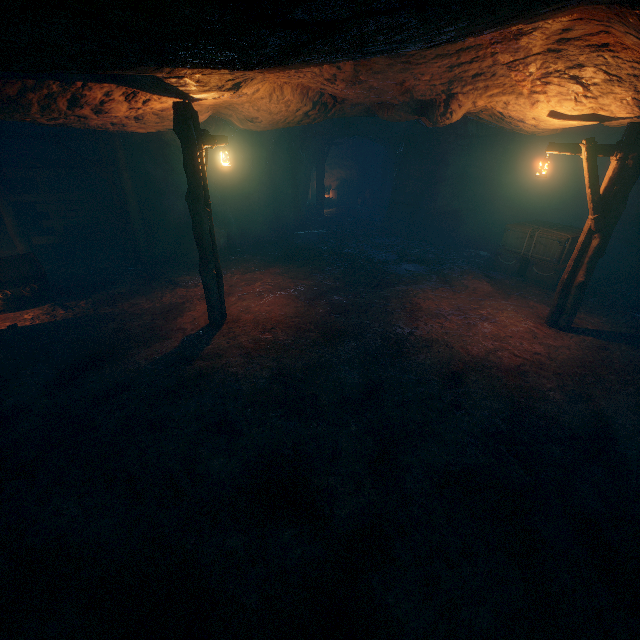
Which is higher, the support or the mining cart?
the support

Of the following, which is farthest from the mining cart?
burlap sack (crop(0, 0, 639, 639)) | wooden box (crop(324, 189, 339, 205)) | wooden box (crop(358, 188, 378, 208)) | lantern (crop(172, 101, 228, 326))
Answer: wooden box (crop(358, 188, 378, 208))

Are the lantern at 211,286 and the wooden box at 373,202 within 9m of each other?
no

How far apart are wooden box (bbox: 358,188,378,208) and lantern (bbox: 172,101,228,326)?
17.0m

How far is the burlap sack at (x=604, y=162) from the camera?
11.6 meters

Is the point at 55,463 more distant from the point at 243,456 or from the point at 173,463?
the point at 243,456

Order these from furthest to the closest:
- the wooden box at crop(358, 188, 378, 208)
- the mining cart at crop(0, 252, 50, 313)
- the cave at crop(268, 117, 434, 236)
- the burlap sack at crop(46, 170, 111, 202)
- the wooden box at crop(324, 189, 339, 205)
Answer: the wooden box at crop(324, 189, 339, 205)
the wooden box at crop(358, 188, 378, 208)
the cave at crop(268, 117, 434, 236)
the burlap sack at crop(46, 170, 111, 202)
the mining cart at crop(0, 252, 50, 313)

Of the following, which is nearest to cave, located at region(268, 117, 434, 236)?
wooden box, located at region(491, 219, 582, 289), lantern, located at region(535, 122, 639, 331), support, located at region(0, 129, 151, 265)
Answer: wooden box, located at region(491, 219, 582, 289)
